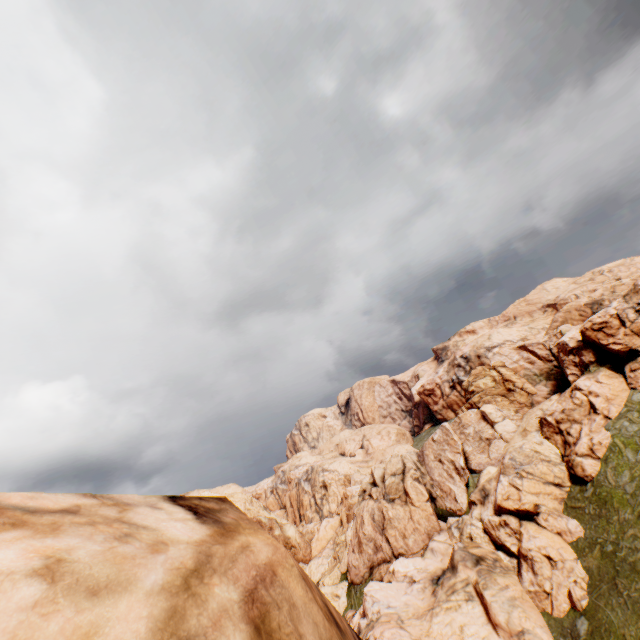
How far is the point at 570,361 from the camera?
31.55m
